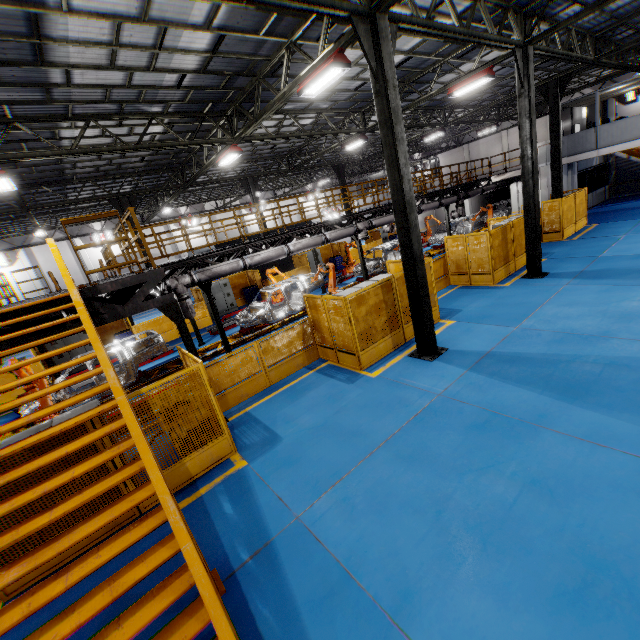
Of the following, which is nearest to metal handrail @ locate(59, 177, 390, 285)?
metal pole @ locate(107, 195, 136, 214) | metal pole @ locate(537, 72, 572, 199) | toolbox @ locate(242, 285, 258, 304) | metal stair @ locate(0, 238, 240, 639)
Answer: metal stair @ locate(0, 238, 240, 639)

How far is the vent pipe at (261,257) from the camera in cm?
1216

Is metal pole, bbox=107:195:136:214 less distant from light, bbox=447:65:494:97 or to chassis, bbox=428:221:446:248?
chassis, bbox=428:221:446:248

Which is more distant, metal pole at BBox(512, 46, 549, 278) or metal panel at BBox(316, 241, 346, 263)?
metal panel at BBox(316, 241, 346, 263)

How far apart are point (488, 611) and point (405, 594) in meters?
0.9 m

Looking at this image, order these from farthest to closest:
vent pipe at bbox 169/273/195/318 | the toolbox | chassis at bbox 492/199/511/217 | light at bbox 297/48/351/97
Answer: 1. chassis at bbox 492/199/511/217
2. the toolbox
3. vent pipe at bbox 169/273/195/318
4. light at bbox 297/48/351/97

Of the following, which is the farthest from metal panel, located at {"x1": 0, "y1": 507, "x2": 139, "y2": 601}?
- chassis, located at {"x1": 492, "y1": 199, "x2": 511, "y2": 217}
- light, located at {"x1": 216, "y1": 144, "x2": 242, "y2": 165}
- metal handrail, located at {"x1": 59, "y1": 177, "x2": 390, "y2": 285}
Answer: light, located at {"x1": 216, "y1": 144, "x2": 242, "y2": 165}

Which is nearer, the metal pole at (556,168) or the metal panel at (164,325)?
the metal pole at (556,168)
